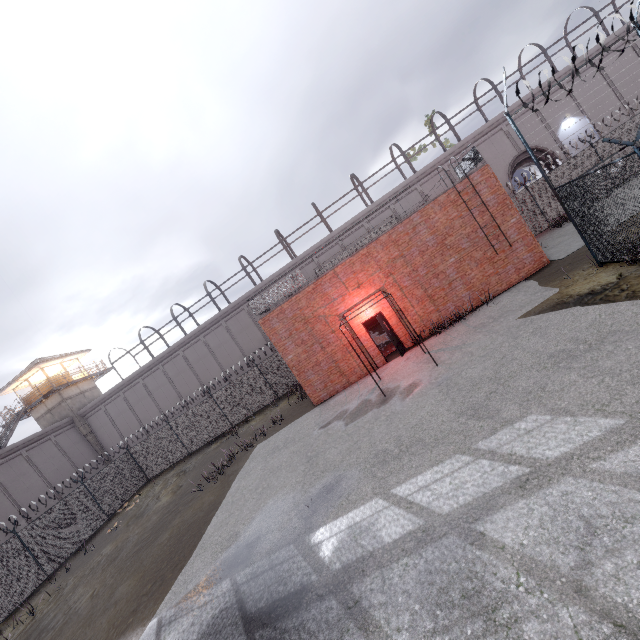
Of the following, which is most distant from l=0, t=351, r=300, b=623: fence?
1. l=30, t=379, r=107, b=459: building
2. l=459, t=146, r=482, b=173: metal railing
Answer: l=30, t=379, r=107, b=459: building

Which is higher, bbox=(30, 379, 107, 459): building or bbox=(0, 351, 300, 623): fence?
bbox=(30, 379, 107, 459): building

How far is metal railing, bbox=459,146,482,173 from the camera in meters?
13.6

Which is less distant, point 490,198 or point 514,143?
point 490,198

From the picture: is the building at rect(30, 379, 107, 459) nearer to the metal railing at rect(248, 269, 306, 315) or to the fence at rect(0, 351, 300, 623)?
the fence at rect(0, 351, 300, 623)

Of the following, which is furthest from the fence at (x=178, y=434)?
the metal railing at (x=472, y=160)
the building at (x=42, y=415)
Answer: the building at (x=42, y=415)

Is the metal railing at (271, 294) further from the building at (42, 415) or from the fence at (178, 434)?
the building at (42, 415)

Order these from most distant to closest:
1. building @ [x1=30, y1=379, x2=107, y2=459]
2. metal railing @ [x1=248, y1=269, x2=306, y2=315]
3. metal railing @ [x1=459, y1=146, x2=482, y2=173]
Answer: building @ [x1=30, y1=379, x2=107, y2=459]
metal railing @ [x1=248, y1=269, x2=306, y2=315]
metal railing @ [x1=459, y1=146, x2=482, y2=173]
